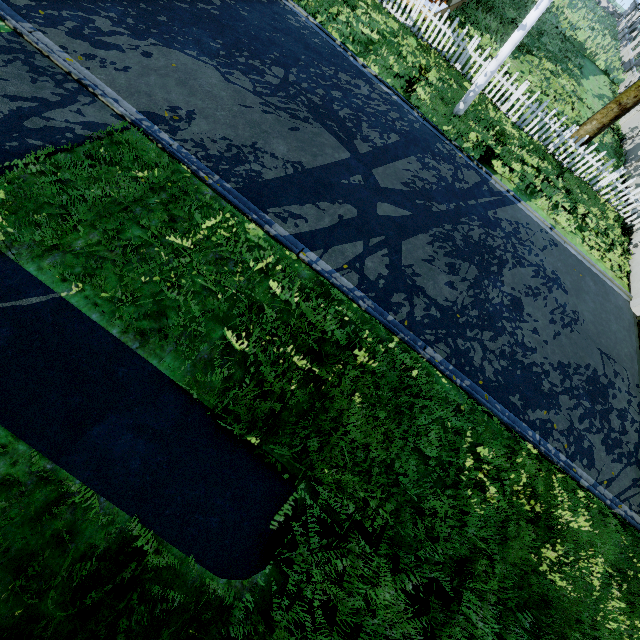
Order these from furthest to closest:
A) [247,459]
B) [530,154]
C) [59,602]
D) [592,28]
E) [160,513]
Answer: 1. [592,28]
2. [530,154]
3. [247,459]
4. [160,513]
5. [59,602]

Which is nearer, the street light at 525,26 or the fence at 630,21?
the street light at 525,26

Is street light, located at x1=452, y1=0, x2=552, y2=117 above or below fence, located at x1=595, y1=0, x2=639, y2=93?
above

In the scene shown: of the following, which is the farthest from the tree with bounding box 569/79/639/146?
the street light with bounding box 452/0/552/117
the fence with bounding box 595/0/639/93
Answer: the street light with bounding box 452/0/552/117

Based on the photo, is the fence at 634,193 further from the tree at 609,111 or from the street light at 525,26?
the street light at 525,26

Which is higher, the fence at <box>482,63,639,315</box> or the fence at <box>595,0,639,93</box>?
the fence at <box>595,0,639,93</box>
